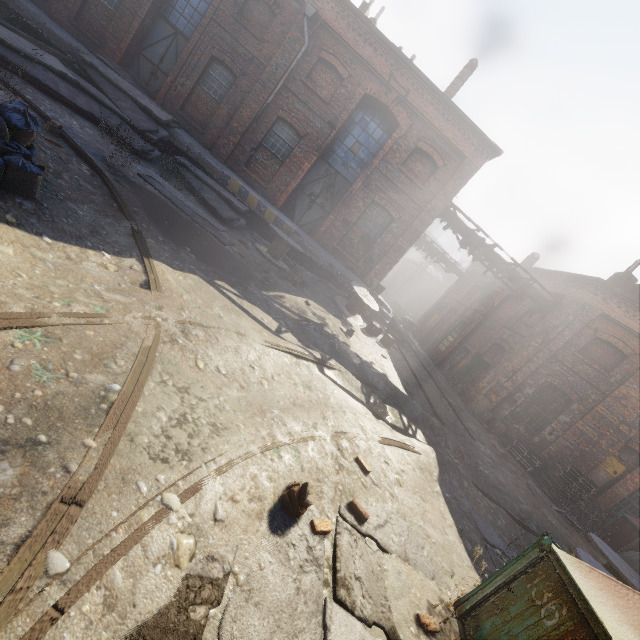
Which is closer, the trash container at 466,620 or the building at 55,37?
the trash container at 466,620

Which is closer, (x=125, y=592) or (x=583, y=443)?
(x=125, y=592)

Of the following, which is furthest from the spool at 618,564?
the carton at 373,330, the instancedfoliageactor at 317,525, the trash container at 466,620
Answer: the carton at 373,330

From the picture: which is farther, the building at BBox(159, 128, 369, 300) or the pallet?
the building at BBox(159, 128, 369, 300)

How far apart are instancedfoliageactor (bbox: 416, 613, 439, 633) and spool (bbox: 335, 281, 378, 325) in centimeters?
929cm

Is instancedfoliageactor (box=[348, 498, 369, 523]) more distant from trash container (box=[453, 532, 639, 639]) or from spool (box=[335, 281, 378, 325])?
spool (box=[335, 281, 378, 325])

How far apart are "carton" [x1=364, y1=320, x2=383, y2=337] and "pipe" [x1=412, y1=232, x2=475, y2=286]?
5.62m

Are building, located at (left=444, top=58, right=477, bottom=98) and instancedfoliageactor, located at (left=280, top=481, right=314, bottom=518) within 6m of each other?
no
